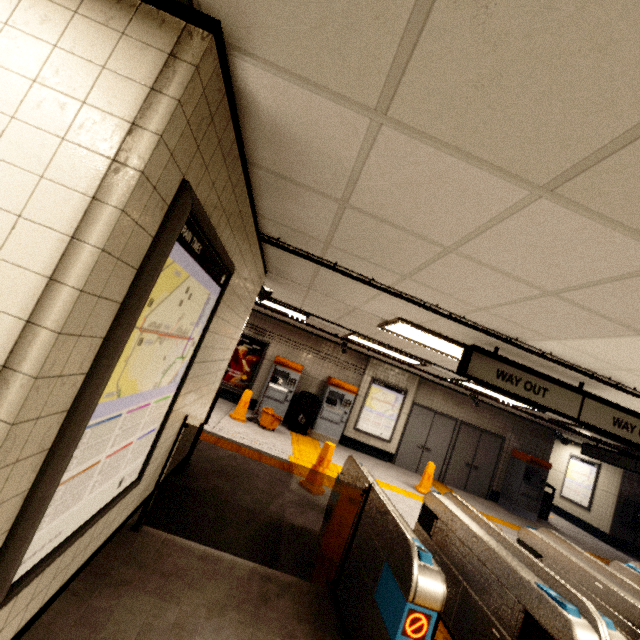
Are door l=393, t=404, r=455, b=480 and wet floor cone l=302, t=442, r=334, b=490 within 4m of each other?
no

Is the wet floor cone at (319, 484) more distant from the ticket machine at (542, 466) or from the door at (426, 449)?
the ticket machine at (542, 466)

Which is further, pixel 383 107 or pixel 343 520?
pixel 343 520

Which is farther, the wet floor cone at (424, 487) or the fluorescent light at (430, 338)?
the wet floor cone at (424, 487)

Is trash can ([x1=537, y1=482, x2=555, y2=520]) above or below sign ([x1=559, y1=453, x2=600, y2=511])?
below

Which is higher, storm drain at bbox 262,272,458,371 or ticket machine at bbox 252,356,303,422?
storm drain at bbox 262,272,458,371

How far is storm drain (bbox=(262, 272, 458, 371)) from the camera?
4.9m

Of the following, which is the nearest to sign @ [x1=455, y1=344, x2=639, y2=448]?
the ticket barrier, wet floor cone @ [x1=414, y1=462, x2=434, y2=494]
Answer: the ticket barrier
